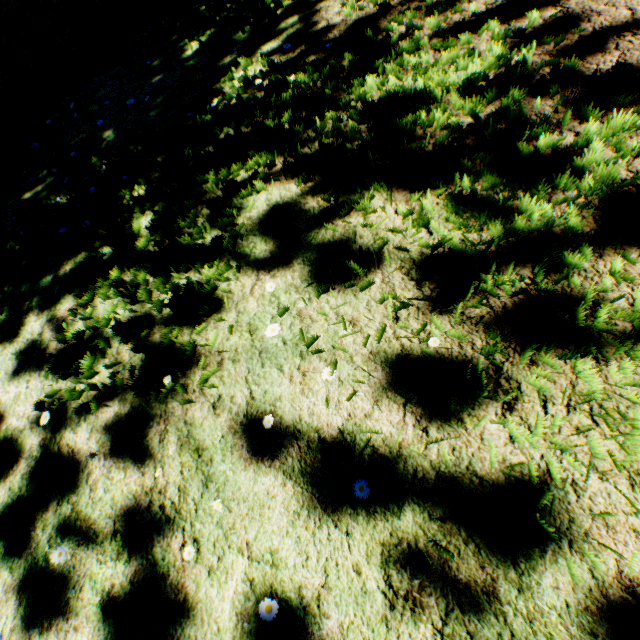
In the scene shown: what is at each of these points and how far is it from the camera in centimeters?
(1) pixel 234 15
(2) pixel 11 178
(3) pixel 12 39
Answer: (1) plant, 407cm
(2) plant, 424cm
(3) hedge, 467cm

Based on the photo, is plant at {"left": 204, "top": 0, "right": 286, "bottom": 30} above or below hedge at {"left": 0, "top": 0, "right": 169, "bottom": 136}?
below

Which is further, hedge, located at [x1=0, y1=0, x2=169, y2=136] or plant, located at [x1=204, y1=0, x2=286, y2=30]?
hedge, located at [x1=0, y1=0, x2=169, y2=136]

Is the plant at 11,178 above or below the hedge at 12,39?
below

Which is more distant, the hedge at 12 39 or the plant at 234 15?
the hedge at 12 39
